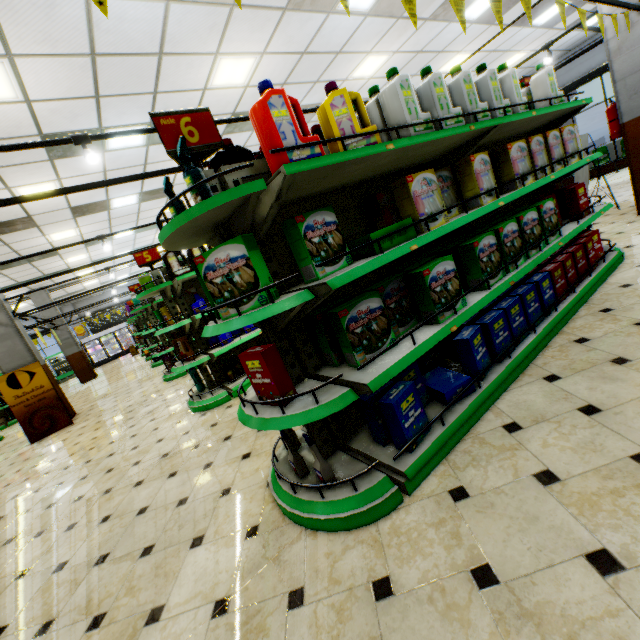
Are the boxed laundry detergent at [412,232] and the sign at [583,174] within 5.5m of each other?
no

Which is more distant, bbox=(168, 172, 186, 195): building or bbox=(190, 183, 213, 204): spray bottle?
bbox=(168, 172, 186, 195): building

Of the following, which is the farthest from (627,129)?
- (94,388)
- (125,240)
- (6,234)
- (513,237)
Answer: (94,388)

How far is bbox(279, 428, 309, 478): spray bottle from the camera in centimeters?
214cm

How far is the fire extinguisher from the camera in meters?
5.4

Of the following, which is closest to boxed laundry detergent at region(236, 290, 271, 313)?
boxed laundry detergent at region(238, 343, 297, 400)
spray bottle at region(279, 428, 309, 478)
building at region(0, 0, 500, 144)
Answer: boxed laundry detergent at region(238, 343, 297, 400)

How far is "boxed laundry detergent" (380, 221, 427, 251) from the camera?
1.98m

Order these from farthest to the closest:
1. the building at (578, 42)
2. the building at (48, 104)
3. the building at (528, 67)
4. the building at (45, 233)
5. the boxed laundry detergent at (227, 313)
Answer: the building at (528, 67) → the building at (578, 42) → the building at (45, 233) → the building at (48, 104) → the boxed laundry detergent at (227, 313)
